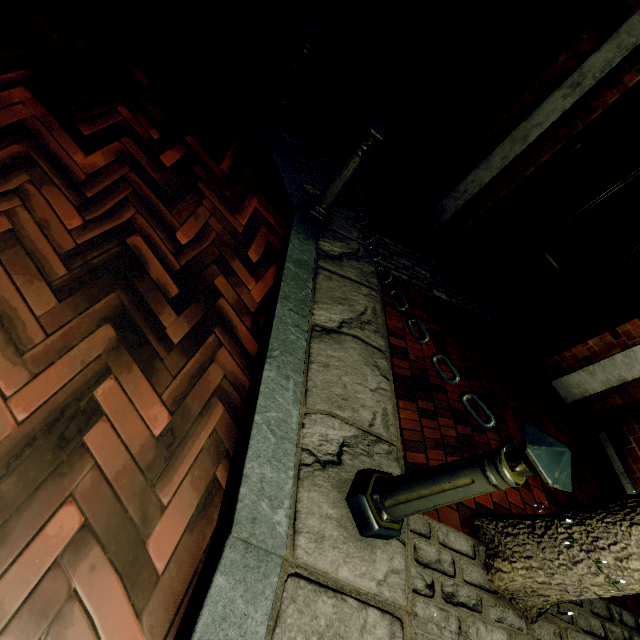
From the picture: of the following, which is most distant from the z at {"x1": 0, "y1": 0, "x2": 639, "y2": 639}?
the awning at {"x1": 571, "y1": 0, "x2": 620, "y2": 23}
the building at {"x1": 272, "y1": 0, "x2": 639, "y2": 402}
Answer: the awning at {"x1": 571, "y1": 0, "x2": 620, "y2": 23}

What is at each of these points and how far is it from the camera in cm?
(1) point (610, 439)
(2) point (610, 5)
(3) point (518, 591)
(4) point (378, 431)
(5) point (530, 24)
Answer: (1) building, 399
(2) awning, 359
(3) tree, 168
(4) z, 186
(5) building, 436

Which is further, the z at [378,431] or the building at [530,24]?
the building at [530,24]

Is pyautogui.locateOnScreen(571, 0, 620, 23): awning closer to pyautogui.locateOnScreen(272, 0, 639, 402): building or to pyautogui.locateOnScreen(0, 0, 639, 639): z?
pyautogui.locateOnScreen(272, 0, 639, 402): building

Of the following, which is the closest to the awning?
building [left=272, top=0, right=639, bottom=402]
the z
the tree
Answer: building [left=272, top=0, right=639, bottom=402]

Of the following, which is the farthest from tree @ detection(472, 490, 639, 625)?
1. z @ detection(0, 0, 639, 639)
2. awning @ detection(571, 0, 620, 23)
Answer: awning @ detection(571, 0, 620, 23)

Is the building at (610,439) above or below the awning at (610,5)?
below
